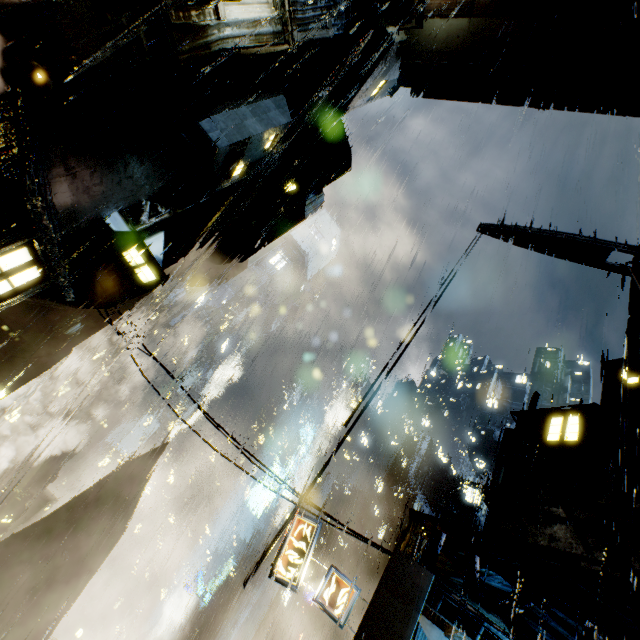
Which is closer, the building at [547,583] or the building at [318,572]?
the building at [547,583]

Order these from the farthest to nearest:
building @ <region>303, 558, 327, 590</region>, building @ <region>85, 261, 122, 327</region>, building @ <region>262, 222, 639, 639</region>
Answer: building @ <region>303, 558, 327, 590</region>, building @ <region>85, 261, 122, 327</region>, building @ <region>262, 222, 639, 639</region>

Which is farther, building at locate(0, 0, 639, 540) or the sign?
the sign

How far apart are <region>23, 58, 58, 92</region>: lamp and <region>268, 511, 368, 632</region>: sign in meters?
14.7 m

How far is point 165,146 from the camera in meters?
10.1 m

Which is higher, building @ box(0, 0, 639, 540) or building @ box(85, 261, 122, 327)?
building @ box(85, 261, 122, 327)

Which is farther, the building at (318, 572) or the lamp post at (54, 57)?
the building at (318, 572)

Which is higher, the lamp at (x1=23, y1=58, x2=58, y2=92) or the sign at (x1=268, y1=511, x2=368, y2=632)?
the lamp at (x1=23, y1=58, x2=58, y2=92)
